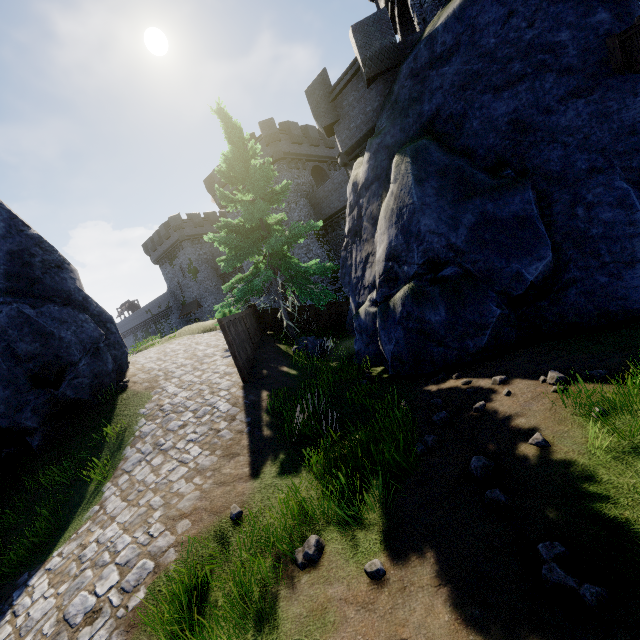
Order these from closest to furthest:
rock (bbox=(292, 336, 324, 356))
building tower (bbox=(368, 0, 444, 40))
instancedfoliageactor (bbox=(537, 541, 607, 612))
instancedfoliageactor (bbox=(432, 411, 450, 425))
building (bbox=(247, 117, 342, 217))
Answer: instancedfoliageactor (bbox=(537, 541, 607, 612)), instancedfoliageactor (bbox=(432, 411, 450, 425)), building tower (bbox=(368, 0, 444, 40)), rock (bbox=(292, 336, 324, 356)), building (bbox=(247, 117, 342, 217))

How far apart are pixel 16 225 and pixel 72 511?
7.3 meters

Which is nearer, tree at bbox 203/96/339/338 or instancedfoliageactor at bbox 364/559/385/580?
instancedfoliageactor at bbox 364/559/385/580

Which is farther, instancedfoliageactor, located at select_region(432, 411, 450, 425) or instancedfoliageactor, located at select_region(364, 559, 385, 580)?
instancedfoliageactor, located at select_region(432, 411, 450, 425)

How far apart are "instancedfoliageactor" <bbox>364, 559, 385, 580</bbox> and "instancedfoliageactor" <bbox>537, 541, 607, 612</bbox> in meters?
1.5

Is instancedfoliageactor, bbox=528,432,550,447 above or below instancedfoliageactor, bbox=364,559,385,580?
above

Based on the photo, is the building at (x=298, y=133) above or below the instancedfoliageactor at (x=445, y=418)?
above

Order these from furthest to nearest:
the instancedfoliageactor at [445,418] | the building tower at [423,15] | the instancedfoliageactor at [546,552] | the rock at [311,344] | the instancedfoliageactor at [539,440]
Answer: the rock at [311,344] → the building tower at [423,15] → the instancedfoliageactor at [445,418] → the instancedfoliageactor at [539,440] → the instancedfoliageactor at [546,552]
